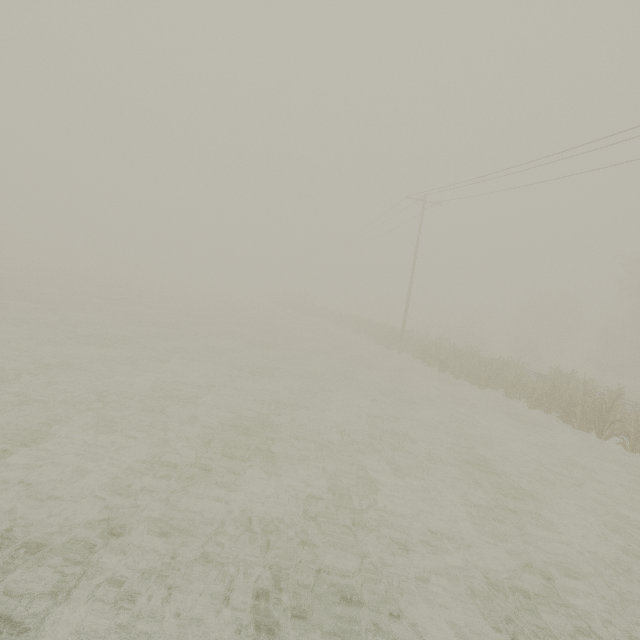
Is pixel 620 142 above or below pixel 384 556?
above
